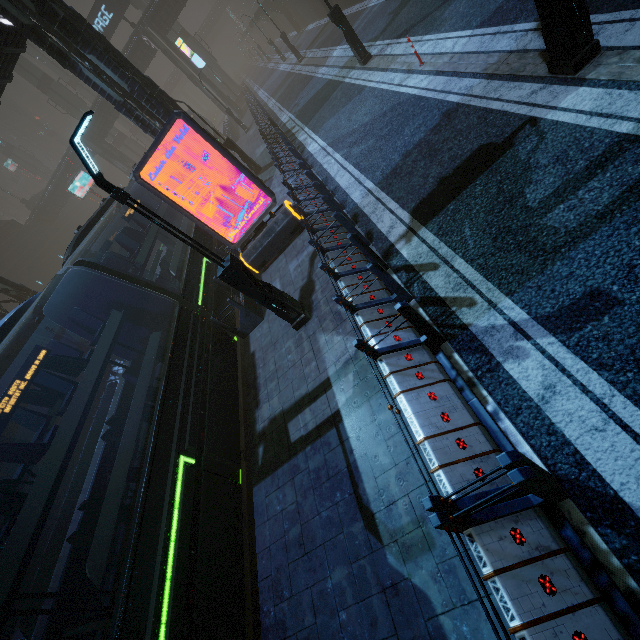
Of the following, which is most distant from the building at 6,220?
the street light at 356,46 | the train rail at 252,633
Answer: the street light at 356,46

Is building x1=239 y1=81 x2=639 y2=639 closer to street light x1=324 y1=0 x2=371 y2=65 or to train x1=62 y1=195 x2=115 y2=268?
train x1=62 y1=195 x2=115 y2=268

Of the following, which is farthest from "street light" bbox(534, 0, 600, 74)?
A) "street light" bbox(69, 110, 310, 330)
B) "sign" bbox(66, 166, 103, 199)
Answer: "sign" bbox(66, 166, 103, 199)

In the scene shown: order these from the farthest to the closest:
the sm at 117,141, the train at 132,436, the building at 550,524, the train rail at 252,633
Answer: the sm at 117,141, the train rail at 252,633, the train at 132,436, the building at 550,524

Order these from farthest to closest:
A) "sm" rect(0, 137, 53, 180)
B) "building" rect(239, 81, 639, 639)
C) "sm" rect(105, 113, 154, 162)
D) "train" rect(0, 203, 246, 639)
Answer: "sm" rect(0, 137, 53, 180) → "sm" rect(105, 113, 154, 162) → "train" rect(0, 203, 246, 639) → "building" rect(239, 81, 639, 639)

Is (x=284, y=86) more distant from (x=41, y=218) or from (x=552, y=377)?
(x=41, y=218)

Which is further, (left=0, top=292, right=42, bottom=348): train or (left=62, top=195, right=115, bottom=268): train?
(left=62, top=195, right=115, bottom=268): train

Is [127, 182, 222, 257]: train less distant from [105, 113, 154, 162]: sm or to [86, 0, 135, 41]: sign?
[105, 113, 154, 162]: sm
